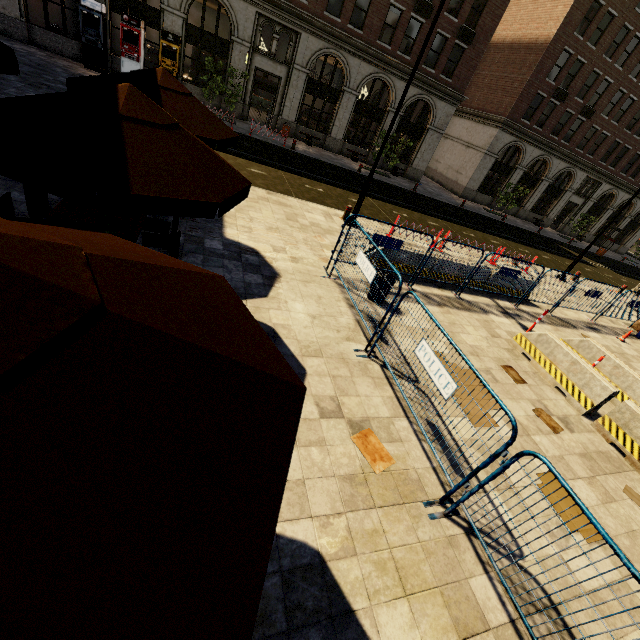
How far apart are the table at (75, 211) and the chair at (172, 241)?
0.3m

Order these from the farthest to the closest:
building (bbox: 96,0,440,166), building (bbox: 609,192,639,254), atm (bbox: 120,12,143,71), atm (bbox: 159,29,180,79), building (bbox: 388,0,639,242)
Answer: building (bbox: 609,192,639,254) < building (bbox: 388,0,639,242) < building (bbox: 96,0,440,166) < atm (bbox: 159,29,180,79) < atm (bbox: 120,12,143,71)

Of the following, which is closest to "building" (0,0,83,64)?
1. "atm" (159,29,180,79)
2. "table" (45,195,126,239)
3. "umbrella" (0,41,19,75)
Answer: "atm" (159,29,180,79)

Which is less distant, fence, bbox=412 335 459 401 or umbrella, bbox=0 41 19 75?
fence, bbox=412 335 459 401

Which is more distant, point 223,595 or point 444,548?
point 444,548

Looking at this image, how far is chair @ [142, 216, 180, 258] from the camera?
5.0m

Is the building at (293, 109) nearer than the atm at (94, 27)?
No

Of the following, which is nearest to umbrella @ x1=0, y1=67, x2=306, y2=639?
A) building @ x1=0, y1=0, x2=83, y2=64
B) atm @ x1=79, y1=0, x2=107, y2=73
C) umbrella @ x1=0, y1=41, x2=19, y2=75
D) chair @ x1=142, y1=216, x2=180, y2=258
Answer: chair @ x1=142, y1=216, x2=180, y2=258
